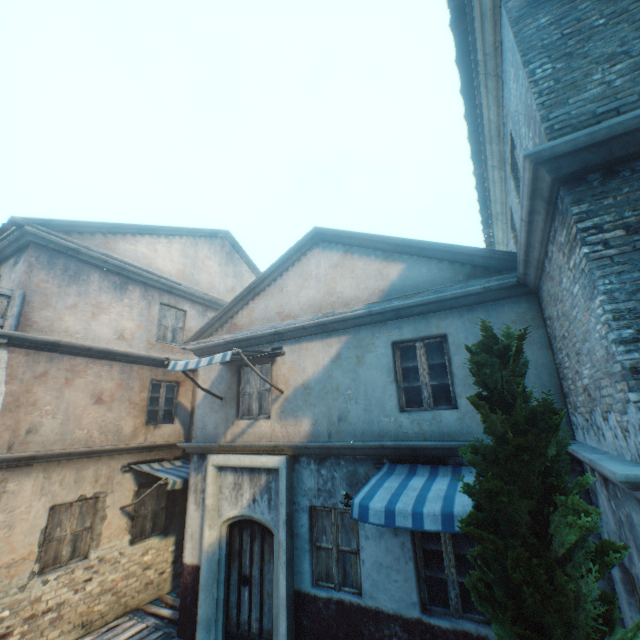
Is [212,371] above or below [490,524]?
above

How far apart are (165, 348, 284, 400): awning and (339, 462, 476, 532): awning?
2.50m

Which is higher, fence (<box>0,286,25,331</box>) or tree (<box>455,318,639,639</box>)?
fence (<box>0,286,25,331</box>)

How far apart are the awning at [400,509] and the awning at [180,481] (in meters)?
5.26

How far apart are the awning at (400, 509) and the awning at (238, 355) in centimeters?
250cm

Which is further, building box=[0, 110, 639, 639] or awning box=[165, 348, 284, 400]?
awning box=[165, 348, 284, 400]

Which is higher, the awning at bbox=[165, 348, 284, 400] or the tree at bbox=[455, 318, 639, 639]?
the awning at bbox=[165, 348, 284, 400]

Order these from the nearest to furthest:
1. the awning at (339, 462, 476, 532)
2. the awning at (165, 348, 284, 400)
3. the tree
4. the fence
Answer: the tree < the awning at (339, 462, 476, 532) < the awning at (165, 348, 284, 400) < the fence
